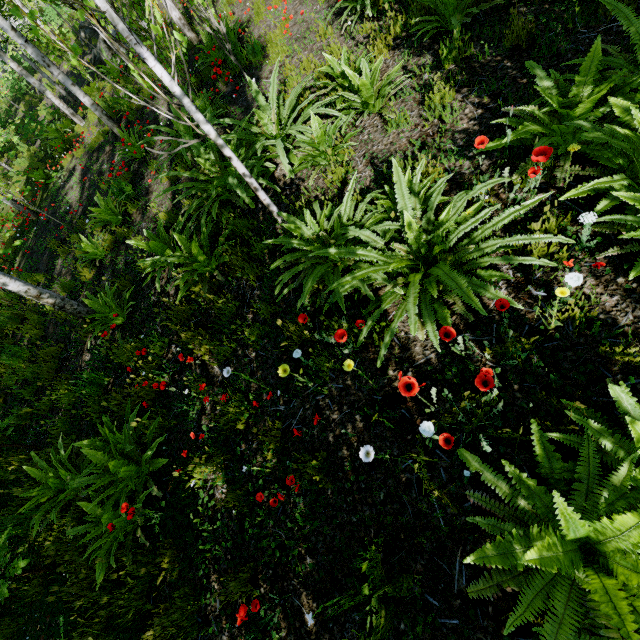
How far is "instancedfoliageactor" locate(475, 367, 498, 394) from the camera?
1.6 meters

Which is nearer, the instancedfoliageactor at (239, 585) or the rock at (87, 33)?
the instancedfoliageactor at (239, 585)

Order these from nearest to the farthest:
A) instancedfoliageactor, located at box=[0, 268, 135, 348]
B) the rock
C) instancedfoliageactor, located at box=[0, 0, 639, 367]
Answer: instancedfoliageactor, located at box=[0, 0, 639, 367] → instancedfoliageactor, located at box=[0, 268, 135, 348] → the rock

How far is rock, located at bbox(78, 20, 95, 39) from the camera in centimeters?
1745cm

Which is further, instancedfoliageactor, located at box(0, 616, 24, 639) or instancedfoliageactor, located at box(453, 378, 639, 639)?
instancedfoliageactor, located at box(0, 616, 24, 639)

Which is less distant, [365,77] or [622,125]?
[622,125]

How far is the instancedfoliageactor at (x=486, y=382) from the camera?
1.65m

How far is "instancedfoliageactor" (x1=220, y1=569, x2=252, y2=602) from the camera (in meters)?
2.33
